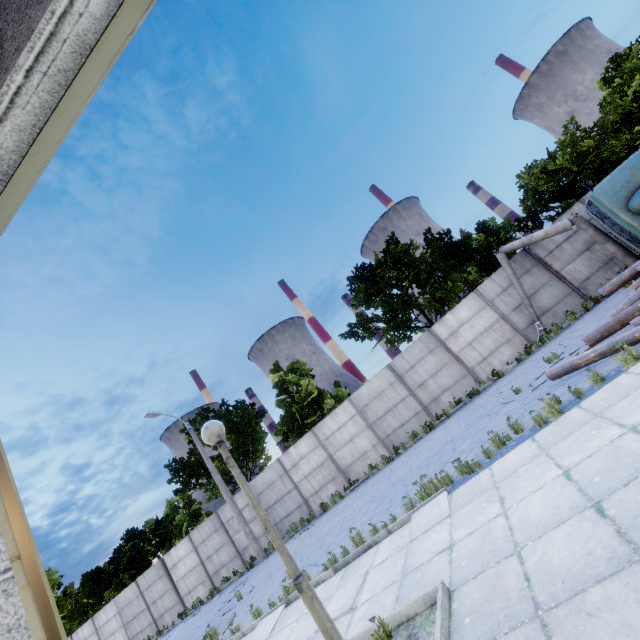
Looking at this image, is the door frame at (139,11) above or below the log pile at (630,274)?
above

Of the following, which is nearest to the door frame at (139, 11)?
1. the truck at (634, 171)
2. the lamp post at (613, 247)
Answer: the truck at (634, 171)

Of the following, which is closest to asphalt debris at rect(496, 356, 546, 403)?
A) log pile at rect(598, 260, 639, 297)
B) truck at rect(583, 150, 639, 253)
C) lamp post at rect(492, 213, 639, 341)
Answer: log pile at rect(598, 260, 639, 297)

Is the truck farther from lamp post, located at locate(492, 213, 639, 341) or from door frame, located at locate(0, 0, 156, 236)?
door frame, located at locate(0, 0, 156, 236)

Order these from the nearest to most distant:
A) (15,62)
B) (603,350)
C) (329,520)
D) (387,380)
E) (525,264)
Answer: (15,62) → (603,350) → (329,520) → (525,264) → (387,380)

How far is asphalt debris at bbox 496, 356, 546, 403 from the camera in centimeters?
922cm

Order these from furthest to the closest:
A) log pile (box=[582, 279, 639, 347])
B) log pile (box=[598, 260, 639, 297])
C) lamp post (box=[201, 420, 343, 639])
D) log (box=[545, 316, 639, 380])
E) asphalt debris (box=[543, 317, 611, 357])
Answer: asphalt debris (box=[543, 317, 611, 357]) < log pile (box=[598, 260, 639, 297]) < log pile (box=[582, 279, 639, 347]) < log (box=[545, 316, 639, 380]) < lamp post (box=[201, 420, 343, 639])

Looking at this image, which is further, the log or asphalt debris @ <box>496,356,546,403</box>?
asphalt debris @ <box>496,356,546,403</box>
